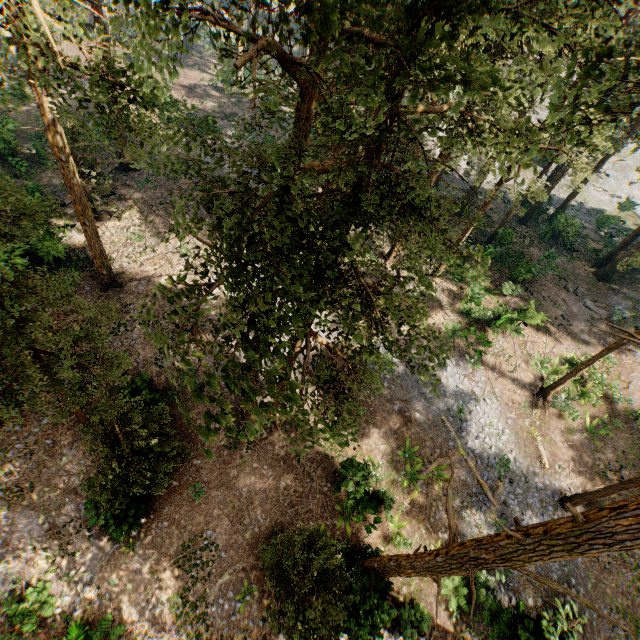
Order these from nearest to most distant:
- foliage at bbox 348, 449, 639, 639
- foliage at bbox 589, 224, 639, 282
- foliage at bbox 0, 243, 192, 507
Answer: foliage at bbox 348, 449, 639, 639 → foliage at bbox 0, 243, 192, 507 → foliage at bbox 589, 224, 639, 282

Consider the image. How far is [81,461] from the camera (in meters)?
15.89

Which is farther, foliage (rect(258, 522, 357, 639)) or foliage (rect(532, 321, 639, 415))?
foliage (rect(258, 522, 357, 639))

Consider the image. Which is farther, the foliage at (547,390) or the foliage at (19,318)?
the foliage at (19,318)

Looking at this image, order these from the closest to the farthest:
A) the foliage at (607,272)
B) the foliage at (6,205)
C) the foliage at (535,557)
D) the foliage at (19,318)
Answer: the foliage at (535,557)
the foliage at (6,205)
the foliage at (19,318)
the foliage at (607,272)

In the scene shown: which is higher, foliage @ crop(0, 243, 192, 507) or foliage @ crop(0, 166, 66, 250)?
foliage @ crop(0, 166, 66, 250)
